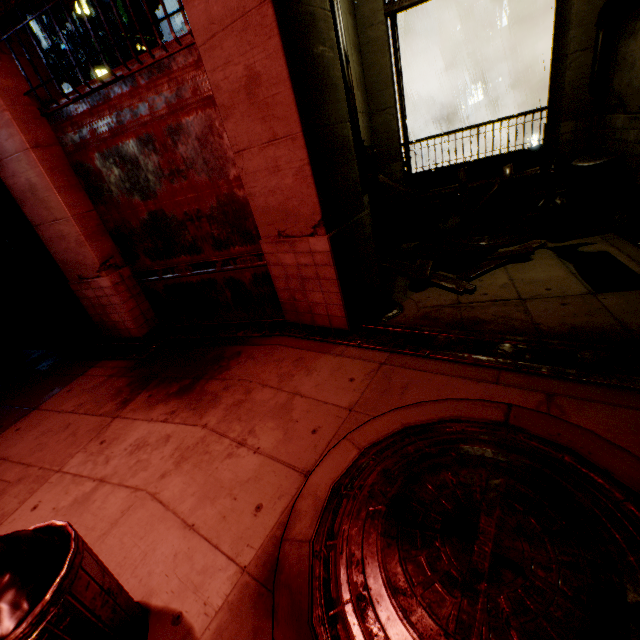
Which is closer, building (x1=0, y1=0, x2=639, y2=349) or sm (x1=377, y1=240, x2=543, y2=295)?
building (x1=0, y1=0, x2=639, y2=349)

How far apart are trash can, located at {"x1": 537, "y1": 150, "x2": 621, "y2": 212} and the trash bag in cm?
11

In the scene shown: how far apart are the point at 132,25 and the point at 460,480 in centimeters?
8254cm

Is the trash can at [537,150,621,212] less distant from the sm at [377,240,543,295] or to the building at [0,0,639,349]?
the building at [0,0,639,349]

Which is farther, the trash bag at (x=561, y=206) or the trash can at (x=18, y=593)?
the trash bag at (x=561, y=206)

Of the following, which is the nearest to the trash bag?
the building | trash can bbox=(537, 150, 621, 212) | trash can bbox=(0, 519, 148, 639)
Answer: trash can bbox=(537, 150, 621, 212)

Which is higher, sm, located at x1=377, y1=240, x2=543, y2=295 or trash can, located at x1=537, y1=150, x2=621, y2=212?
trash can, located at x1=537, y1=150, x2=621, y2=212

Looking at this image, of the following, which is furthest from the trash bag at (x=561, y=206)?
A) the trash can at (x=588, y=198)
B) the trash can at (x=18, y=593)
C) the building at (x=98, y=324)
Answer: the trash can at (x=18, y=593)
